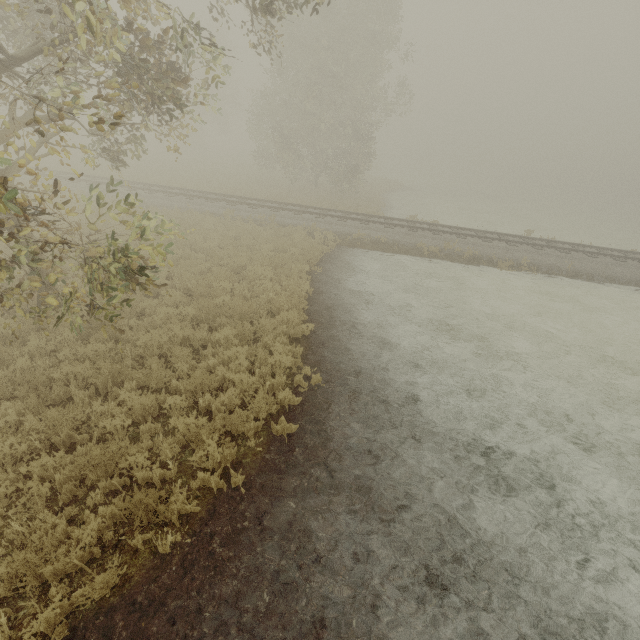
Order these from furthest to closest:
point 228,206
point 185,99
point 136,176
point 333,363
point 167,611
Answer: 1. point 185,99
2. point 136,176
3. point 228,206
4. point 333,363
5. point 167,611
